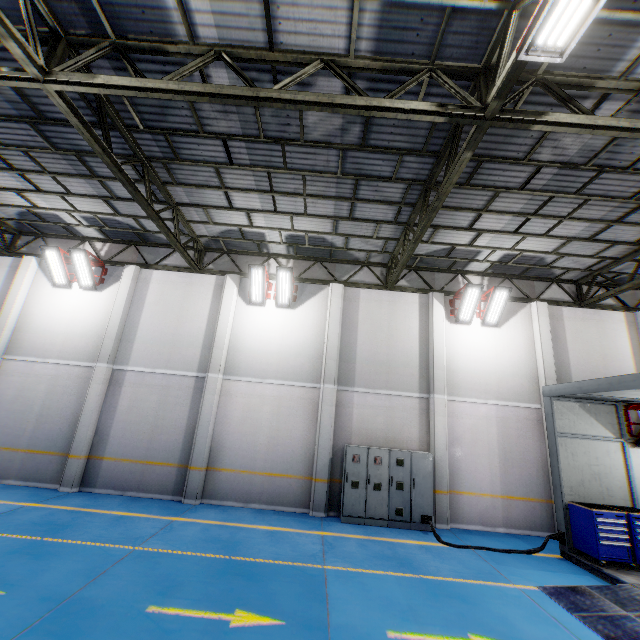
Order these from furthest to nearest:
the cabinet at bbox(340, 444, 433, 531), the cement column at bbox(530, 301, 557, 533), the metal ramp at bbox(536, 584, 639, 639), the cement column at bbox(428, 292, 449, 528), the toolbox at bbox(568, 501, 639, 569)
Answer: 1. the cement column at bbox(530, 301, 557, 533)
2. the cement column at bbox(428, 292, 449, 528)
3. the cabinet at bbox(340, 444, 433, 531)
4. the toolbox at bbox(568, 501, 639, 569)
5. the metal ramp at bbox(536, 584, 639, 639)

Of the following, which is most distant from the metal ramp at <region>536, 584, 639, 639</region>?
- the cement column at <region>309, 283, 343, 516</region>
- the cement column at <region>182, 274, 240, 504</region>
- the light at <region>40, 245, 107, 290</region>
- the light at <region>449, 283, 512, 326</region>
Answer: the light at <region>40, 245, 107, 290</region>

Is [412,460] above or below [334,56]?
below

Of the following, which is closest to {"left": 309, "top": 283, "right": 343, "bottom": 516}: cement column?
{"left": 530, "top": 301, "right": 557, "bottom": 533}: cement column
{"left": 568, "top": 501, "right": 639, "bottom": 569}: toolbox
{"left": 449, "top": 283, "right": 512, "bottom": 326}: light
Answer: {"left": 449, "top": 283, "right": 512, "bottom": 326}: light

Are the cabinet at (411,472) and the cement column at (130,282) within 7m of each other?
no

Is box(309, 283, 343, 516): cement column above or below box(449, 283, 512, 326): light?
below

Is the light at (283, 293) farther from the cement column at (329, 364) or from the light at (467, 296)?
the light at (467, 296)

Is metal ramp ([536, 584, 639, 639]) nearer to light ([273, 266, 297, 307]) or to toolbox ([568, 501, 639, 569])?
toolbox ([568, 501, 639, 569])
